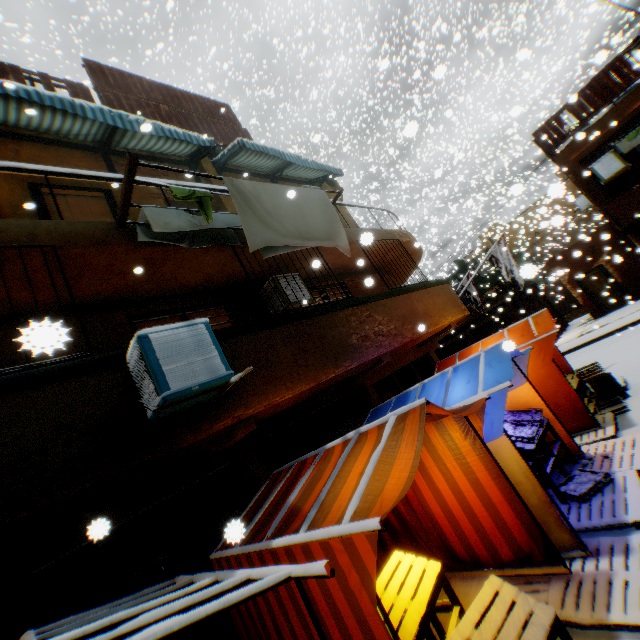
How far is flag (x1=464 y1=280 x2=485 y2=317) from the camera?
14.5m

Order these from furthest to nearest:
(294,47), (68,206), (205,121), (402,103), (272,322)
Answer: (294,47) → (402,103) → (205,121) → (68,206) → (272,322)

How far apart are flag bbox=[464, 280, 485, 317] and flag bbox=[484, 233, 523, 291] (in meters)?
0.59

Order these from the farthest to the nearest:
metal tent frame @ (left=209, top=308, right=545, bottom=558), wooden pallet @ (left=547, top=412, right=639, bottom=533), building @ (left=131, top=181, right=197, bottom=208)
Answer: building @ (left=131, top=181, right=197, bottom=208), wooden pallet @ (left=547, top=412, right=639, bottom=533), metal tent frame @ (left=209, top=308, right=545, bottom=558)

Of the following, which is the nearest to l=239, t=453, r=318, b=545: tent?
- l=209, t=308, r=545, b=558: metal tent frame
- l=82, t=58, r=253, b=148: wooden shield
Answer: A: l=209, t=308, r=545, b=558: metal tent frame

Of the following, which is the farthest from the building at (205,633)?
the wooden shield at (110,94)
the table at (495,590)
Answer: the table at (495,590)

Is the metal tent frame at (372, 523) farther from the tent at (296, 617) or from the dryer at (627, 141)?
the dryer at (627, 141)

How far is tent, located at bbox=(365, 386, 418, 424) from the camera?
6.1 meters
